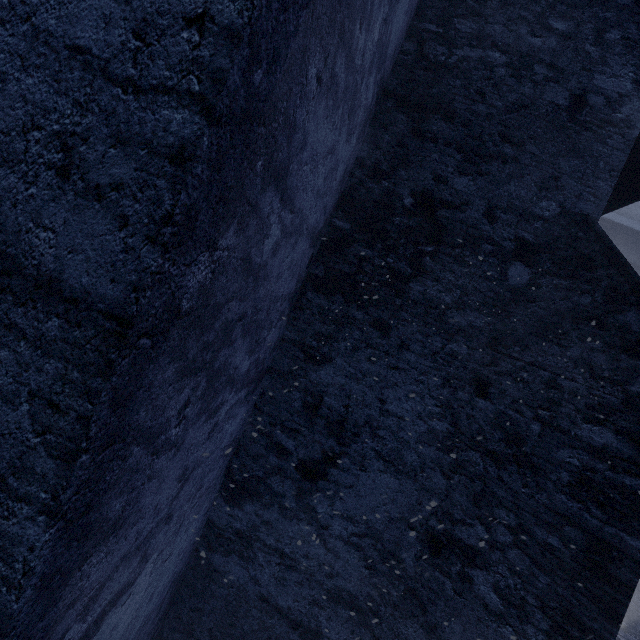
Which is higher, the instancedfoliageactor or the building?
the building

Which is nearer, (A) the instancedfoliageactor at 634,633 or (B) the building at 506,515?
(B) the building at 506,515

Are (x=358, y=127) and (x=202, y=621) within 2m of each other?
no

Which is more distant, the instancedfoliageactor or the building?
the instancedfoliageactor

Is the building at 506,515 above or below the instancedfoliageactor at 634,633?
above
